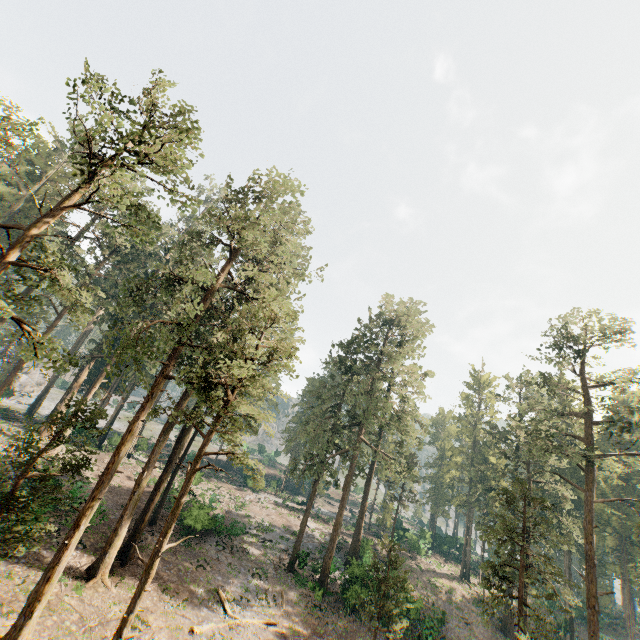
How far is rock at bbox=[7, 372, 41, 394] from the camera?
57.2m

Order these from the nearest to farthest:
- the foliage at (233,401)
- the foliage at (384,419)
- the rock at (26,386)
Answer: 1. the foliage at (233,401)
2. the foliage at (384,419)
3. the rock at (26,386)

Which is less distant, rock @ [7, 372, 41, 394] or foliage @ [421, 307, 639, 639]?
foliage @ [421, 307, 639, 639]

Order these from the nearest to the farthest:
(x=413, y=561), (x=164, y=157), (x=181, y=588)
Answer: (x=164, y=157)
(x=181, y=588)
(x=413, y=561)

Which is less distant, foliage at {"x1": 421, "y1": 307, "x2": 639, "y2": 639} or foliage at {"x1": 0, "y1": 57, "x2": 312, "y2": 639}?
foliage at {"x1": 0, "y1": 57, "x2": 312, "y2": 639}

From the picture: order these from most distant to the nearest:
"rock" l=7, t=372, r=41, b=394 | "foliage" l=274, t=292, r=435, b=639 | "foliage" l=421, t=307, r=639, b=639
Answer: "rock" l=7, t=372, r=41, b=394
"foliage" l=274, t=292, r=435, b=639
"foliage" l=421, t=307, r=639, b=639

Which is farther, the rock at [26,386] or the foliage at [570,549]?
the rock at [26,386]
